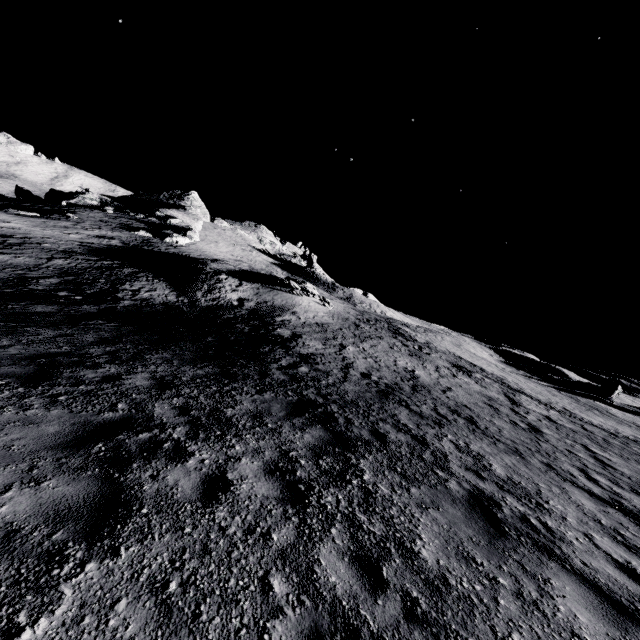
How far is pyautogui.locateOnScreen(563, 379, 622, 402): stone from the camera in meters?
40.0 m

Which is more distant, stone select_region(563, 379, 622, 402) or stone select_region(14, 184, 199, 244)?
stone select_region(14, 184, 199, 244)

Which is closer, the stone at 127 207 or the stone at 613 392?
the stone at 613 392

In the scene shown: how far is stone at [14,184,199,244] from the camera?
45.8m

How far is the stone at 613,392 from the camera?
40.0 meters

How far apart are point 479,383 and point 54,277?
25.85m
